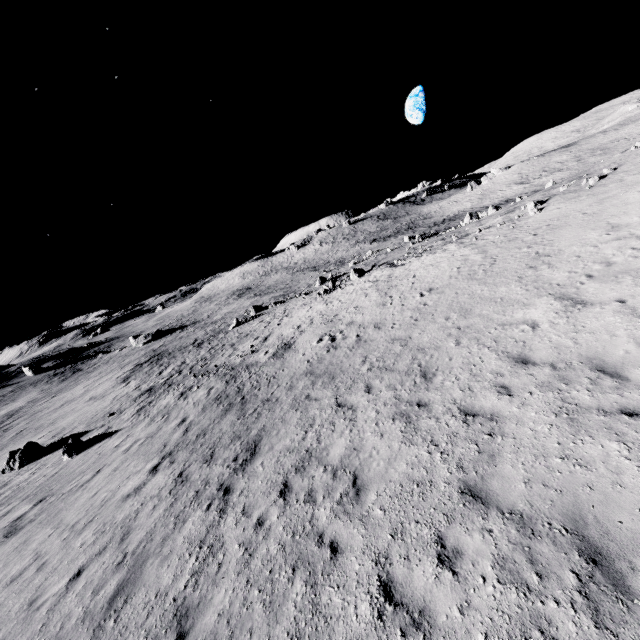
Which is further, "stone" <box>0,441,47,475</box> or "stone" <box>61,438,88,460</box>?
"stone" <box>0,441,47,475</box>

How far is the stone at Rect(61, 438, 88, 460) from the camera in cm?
1767

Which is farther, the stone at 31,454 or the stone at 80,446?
the stone at 31,454

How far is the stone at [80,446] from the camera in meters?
17.7

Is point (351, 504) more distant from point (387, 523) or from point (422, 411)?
point (422, 411)
